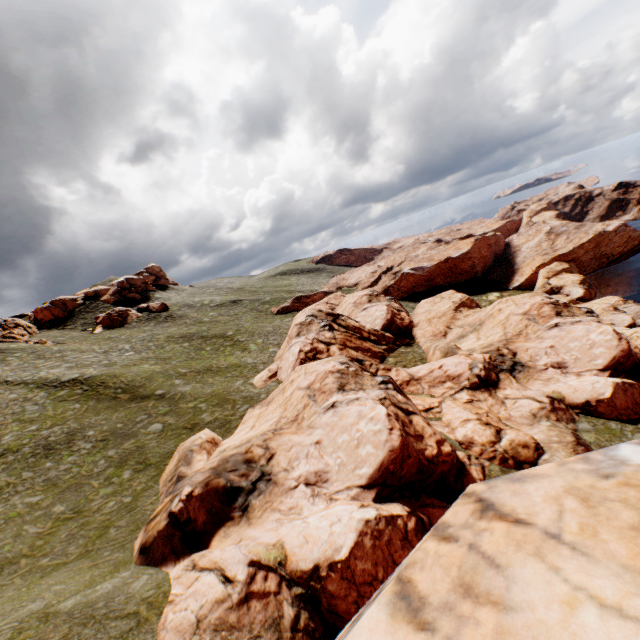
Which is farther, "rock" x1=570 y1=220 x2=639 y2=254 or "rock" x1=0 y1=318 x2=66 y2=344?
"rock" x1=570 y1=220 x2=639 y2=254

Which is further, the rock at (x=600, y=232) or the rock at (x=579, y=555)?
the rock at (x=600, y=232)

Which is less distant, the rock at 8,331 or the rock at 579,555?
the rock at 579,555

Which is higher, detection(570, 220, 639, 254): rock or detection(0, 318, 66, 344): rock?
detection(0, 318, 66, 344): rock

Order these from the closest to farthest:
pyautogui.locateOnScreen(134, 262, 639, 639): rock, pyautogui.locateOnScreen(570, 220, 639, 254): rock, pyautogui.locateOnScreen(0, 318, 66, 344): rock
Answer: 1. pyautogui.locateOnScreen(134, 262, 639, 639): rock
2. pyautogui.locateOnScreen(0, 318, 66, 344): rock
3. pyautogui.locateOnScreen(570, 220, 639, 254): rock

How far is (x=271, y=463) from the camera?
21.0 meters

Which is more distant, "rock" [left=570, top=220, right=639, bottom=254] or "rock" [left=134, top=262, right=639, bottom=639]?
"rock" [left=570, top=220, right=639, bottom=254]
